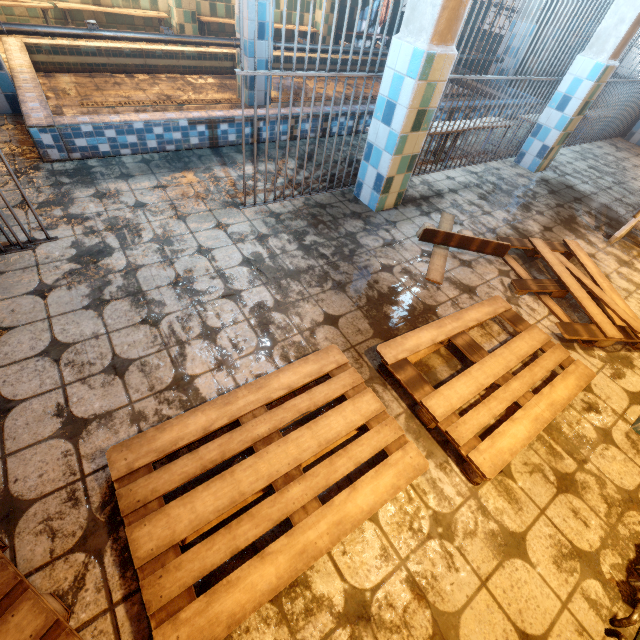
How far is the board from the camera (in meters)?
2.72

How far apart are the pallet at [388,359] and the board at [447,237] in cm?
34

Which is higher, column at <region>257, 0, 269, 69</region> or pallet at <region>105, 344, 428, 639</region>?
column at <region>257, 0, 269, 69</region>

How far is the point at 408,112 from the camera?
2.55m

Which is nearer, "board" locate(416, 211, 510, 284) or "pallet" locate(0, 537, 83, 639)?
"pallet" locate(0, 537, 83, 639)

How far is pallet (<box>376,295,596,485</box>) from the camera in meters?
1.6

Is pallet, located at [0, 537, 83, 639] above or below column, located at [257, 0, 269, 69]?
below

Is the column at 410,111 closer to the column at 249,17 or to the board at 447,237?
the board at 447,237
